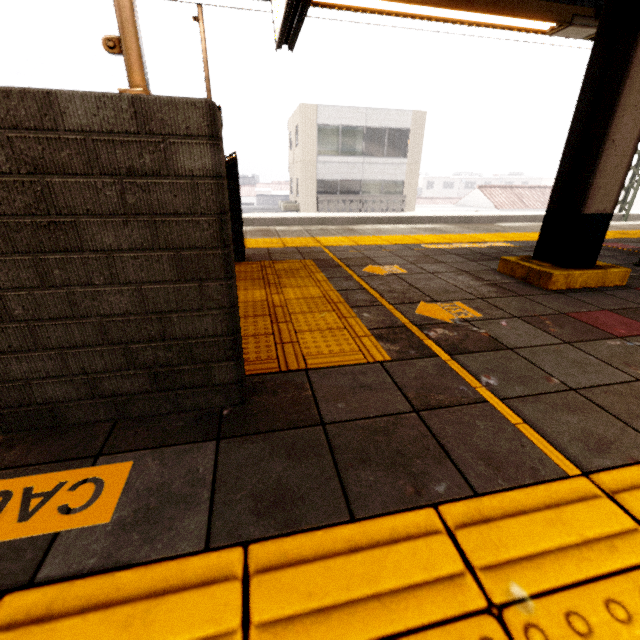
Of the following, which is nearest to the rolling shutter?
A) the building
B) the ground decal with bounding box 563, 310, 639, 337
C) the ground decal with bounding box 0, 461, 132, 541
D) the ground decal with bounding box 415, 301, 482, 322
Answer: the ground decal with bounding box 0, 461, 132, 541

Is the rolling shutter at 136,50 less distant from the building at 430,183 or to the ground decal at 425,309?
the ground decal at 425,309

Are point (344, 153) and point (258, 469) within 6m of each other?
no

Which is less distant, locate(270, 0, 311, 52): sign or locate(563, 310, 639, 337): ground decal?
locate(563, 310, 639, 337): ground decal

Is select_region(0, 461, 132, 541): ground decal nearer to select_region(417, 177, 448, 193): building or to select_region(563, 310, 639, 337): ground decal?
select_region(563, 310, 639, 337): ground decal

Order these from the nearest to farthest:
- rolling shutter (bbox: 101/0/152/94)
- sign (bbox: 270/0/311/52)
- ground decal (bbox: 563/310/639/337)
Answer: →
rolling shutter (bbox: 101/0/152/94)
ground decal (bbox: 563/310/639/337)
sign (bbox: 270/0/311/52)

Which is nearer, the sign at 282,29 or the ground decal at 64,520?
the ground decal at 64,520

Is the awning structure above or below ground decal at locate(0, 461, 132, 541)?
above
